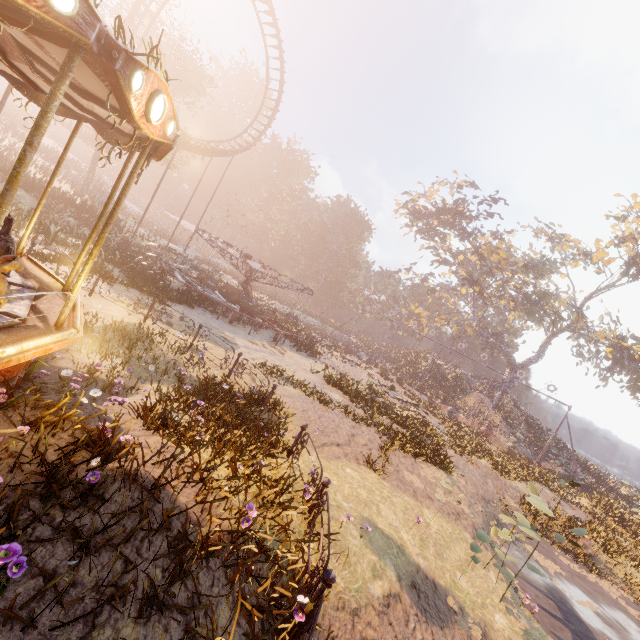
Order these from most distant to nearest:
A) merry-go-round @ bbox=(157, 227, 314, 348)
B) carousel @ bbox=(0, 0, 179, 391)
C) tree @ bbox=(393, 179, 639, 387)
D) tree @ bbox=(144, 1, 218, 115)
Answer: tree @ bbox=(393, 179, 639, 387) < tree @ bbox=(144, 1, 218, 115) < merry-go-round @ bbox=(157, 227, 314, 348) < carousel @ bbox=(0, 0, 179, 391)

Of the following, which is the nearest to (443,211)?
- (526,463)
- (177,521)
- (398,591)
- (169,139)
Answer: (526,463)

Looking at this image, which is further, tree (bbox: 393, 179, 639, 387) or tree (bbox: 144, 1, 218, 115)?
tree (bbox: 393, 179, 639, 387)

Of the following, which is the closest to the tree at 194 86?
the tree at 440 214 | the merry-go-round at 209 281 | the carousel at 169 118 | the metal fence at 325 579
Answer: the merry-go-round at 209 281

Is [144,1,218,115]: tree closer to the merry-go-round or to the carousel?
the merry-go-round

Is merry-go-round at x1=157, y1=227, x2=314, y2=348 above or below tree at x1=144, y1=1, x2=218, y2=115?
below

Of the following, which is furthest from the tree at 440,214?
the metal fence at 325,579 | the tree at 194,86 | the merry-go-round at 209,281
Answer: the metal fence at 325,579

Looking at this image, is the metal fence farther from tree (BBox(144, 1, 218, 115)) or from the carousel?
tree (BBox(144, 1, 218, 115))
